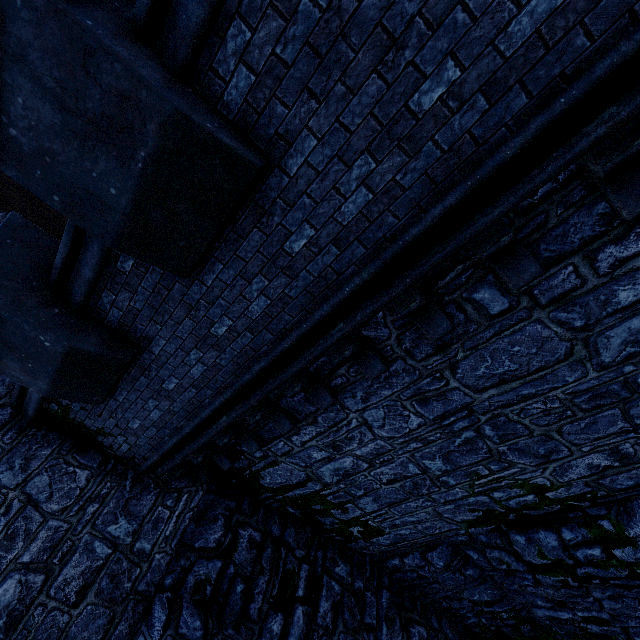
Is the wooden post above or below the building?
above

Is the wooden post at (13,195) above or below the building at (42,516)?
above

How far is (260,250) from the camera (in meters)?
3.10
